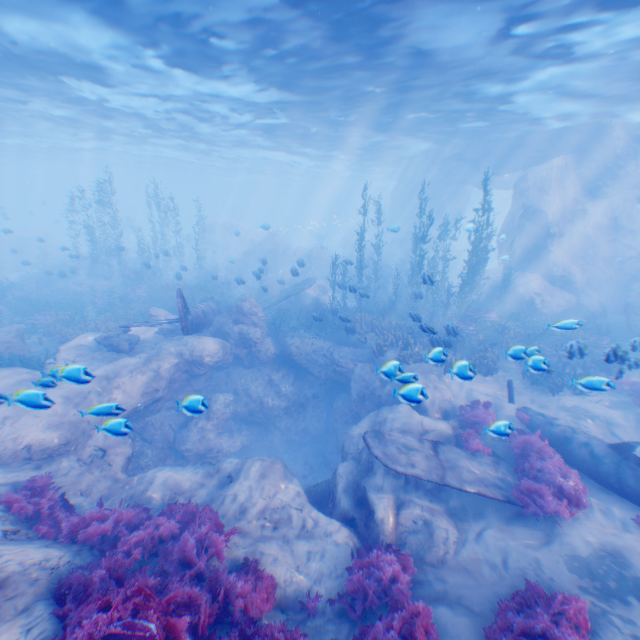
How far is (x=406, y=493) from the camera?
8.41m

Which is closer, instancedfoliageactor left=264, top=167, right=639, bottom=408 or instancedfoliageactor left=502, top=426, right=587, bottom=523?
instancedfoliageactor left=502, top=426, right=587, bottom=523

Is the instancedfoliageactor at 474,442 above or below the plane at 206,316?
below

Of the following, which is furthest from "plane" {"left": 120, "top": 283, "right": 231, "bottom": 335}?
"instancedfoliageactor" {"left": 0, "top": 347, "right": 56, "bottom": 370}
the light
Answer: the light

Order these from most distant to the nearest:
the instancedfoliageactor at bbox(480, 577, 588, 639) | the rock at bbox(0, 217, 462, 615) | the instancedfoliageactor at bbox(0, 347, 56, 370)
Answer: the instancedfoliageactor at bbox(0, 347, 56, 370)
the rock at bbox(0, 217, 462, 615)
the instancedfoliageactor at bbox(480, 577, 588, 639)

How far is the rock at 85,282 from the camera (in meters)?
22.75

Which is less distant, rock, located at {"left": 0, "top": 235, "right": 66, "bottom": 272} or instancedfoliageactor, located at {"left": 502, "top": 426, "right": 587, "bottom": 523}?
instancedfoliageactor, located at {"left": 502, "top": 426, "right": 587, "bottom": 523}

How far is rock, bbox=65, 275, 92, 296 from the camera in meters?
22.8
